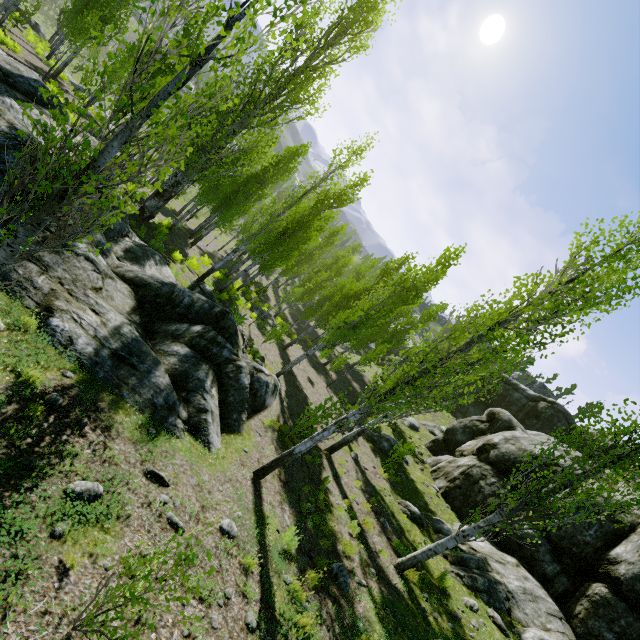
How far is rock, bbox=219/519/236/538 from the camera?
5.76m

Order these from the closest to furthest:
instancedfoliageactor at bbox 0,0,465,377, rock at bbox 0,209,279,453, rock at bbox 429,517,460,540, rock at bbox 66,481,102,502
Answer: instancedfoliageactor at bbox 0,0,465,377 < rock at bbox 66,481,102,502 < rock at bbox 0,209,279,453 < rock at bbox 429,517,460,540

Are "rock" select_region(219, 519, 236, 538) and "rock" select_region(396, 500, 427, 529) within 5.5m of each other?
no

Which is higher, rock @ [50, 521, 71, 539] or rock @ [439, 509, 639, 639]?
rock @ [439, 509, 639, 639]

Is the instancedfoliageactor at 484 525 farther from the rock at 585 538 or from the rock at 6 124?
the rock at 6 124

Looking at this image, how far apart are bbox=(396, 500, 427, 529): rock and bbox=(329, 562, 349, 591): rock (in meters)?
5.67

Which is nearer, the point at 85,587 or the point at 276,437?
the point at 85,587

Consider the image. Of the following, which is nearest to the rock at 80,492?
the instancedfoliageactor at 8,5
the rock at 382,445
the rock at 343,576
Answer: the instancedfoliageactor at 8,5
